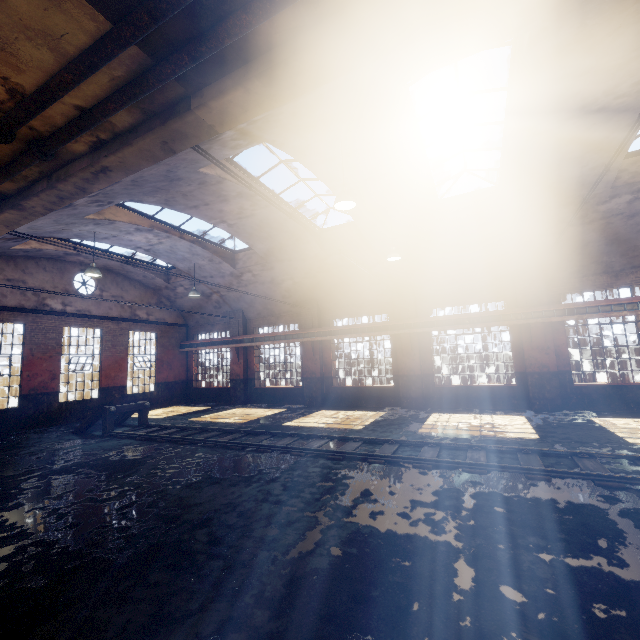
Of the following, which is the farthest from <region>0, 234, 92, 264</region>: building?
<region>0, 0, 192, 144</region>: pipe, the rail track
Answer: the rail track

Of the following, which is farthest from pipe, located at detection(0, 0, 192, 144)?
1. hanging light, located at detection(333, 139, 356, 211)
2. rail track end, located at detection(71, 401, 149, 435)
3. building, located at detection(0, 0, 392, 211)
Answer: rail track end, located at detection(71, 401, 149, 435)

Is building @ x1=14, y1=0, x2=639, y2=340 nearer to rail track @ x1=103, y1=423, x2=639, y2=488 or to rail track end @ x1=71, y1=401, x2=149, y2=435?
rail track @ x1=103, y1=423, x2=639, y2=488

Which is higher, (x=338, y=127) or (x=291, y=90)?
(x=338, y=127)

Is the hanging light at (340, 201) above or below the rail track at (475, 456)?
above

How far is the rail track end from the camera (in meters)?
11.62

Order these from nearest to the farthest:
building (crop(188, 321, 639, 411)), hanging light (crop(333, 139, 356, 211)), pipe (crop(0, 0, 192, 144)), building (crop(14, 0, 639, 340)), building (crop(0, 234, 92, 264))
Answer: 1. pipe (crop(0, 0, 192, 144))
2. building (crop(14, 0, 639, 340))
3. hanging light (crop(333, 139, 356, 211))
4. building (crop(0, 234, 92, 264))
5. building (crop(188, 321, 639, 411))

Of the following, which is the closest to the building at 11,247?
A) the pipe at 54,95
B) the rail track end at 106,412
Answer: the pipe at 54,95
